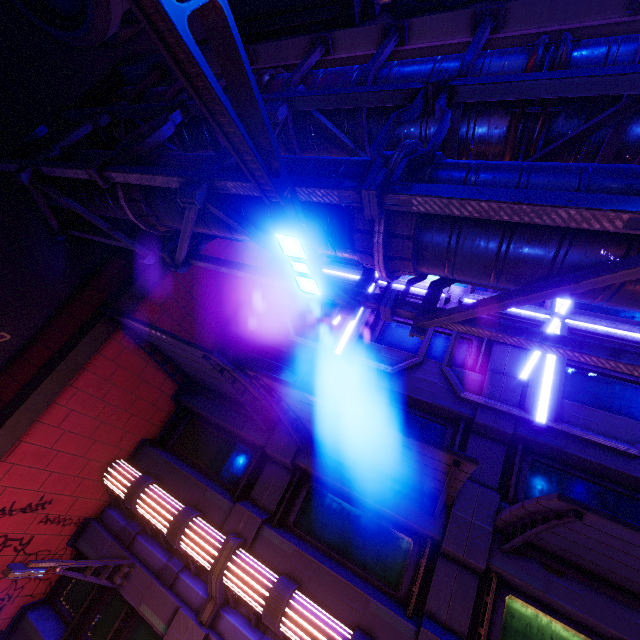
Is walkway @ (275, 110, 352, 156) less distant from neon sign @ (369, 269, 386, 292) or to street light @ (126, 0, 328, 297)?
neon sign @ (369, 269, 386, 292)

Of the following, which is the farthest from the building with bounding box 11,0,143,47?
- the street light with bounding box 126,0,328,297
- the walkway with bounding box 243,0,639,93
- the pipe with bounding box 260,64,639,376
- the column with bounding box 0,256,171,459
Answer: the street light with bounding box 126,0,328,297

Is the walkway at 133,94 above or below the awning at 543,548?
above

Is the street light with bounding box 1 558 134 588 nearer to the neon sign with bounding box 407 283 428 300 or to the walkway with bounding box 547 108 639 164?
the neon sign with bounding box 407 283 428 300

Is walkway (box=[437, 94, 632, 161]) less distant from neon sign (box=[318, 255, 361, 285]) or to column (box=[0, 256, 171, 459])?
column (box=[0, 256, 171, 459])

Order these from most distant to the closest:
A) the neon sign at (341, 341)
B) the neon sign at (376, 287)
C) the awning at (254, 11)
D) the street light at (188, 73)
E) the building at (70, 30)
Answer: the neon sign at (376, 287), the neon sign at (341, 341), the building at (70, 30), the awning at (254, 11), the street light at (188, 73)

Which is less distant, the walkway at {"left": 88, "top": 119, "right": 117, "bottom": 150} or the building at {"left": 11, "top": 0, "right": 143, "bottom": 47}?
the building at {"left": 11, "top": 0, "right": 143, "bottom": 47}

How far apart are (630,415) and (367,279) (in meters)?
8.52
